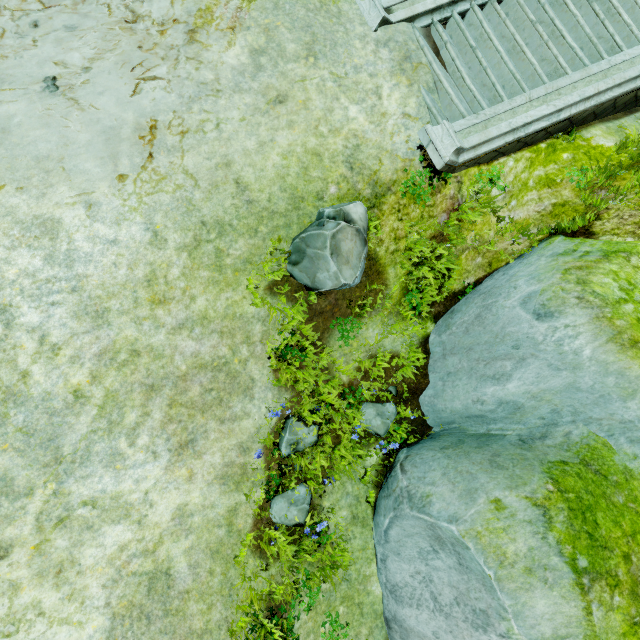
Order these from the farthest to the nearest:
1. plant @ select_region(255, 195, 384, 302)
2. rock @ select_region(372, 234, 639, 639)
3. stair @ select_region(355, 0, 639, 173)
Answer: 1. stair @ select_region(355, 0, 639, 173)
2. plant @ select_region(255, 195, 384, 302)
3. rock @ select_region(372, 234, 639, 639)

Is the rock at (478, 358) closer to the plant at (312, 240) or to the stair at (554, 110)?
the stair at (554, 110)

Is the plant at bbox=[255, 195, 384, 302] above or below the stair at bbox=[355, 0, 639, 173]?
below

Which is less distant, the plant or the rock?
the rock

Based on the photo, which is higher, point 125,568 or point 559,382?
point 559,382

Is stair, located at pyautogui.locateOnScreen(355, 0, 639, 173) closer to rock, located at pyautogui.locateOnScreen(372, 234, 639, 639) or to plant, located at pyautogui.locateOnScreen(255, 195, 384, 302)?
rock, located at pyautogui.locateOnScreen(372, 234, 639, 639)

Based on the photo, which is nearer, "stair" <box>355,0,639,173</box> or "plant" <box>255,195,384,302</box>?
"plant" <box>255,195,384,302</box>

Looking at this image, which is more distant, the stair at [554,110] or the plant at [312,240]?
the stair at [554,110]
